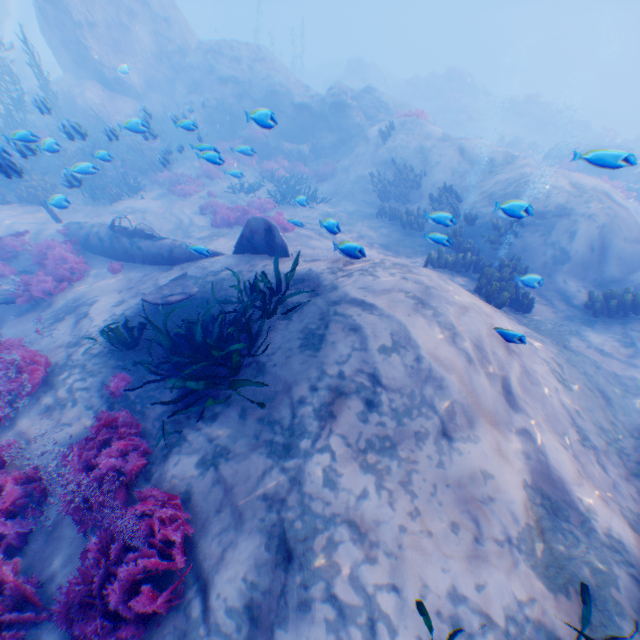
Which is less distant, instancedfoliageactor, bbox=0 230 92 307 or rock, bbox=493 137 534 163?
instancedfoliageactor, bbox=0 230 92 307

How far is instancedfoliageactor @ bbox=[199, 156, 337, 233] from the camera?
11.8m

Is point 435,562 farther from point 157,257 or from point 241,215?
point 241,215

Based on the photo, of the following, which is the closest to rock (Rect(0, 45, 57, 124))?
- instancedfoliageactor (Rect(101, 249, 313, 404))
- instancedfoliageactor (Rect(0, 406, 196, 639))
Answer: instancedfoliageactor (Rect(101, 249, 313, 404))

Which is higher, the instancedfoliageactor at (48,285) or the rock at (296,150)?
the rock at (296,150)

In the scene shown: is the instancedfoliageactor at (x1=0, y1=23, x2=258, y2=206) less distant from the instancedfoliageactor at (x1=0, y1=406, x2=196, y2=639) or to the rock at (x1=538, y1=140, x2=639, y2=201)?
the rock at (x1=538, y1=140, x2=639, y2=201)

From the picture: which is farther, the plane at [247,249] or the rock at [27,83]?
the rock at [27,83]

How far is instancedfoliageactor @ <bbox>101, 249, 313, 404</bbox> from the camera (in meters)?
4.55
